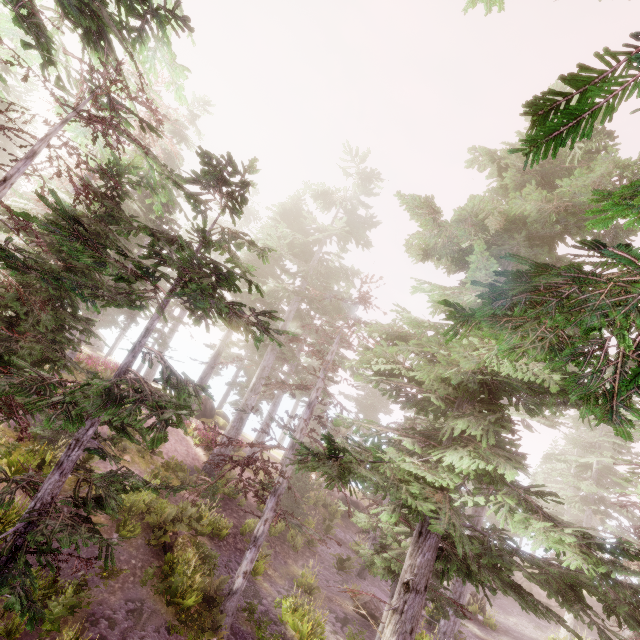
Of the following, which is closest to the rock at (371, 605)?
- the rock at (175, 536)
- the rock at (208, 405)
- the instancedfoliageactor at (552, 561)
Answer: the instancedfoliageactor at (552, 561)

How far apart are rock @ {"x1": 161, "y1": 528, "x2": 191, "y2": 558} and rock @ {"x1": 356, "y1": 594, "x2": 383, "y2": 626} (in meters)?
8.73

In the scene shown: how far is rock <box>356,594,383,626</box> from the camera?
15.88m

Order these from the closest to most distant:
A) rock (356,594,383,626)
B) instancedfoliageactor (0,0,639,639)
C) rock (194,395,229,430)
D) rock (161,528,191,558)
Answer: instancedfoliageactor (0,0,639,639)
rock (161,528,191,558)
rock (356,594,383,626)
rock (194,395,229,430)

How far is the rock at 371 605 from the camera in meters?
15.9 m

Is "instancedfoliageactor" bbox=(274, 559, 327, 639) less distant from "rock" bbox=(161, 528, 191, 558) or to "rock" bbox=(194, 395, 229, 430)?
"rock" bbox=(161, 528, 191, 558)

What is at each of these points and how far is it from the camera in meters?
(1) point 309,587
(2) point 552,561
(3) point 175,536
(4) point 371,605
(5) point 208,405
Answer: (1) instancedfoliageactor, 16.0 m
(2) instancedfoliageactor, 36.3 m
(3) rock, 12.8 m
(4) rock, 16.2 m
(5) rock, 34.2 m

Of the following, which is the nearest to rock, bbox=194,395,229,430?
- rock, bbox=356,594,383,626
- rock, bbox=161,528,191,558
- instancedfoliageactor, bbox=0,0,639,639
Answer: instancedfoliageactor, bbox=0,0,639,639
